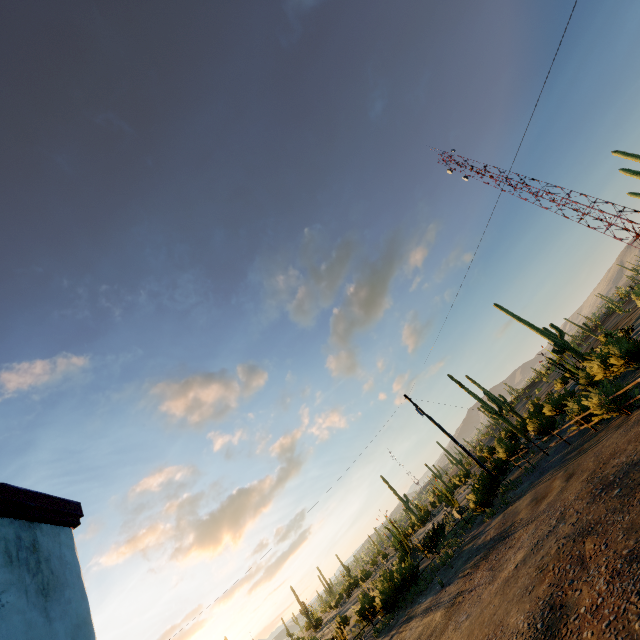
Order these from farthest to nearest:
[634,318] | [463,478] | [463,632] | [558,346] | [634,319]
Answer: [463,478] → [634,318] → [634,319] → [558,346] → [463,632]
